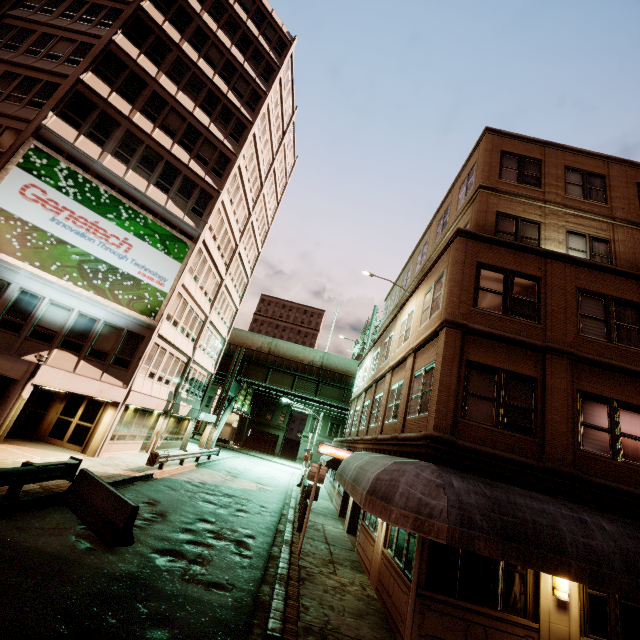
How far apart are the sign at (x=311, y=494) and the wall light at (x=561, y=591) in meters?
7.1

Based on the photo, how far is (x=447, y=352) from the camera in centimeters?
967cm

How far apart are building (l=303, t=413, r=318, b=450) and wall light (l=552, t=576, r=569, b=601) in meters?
52.3 m

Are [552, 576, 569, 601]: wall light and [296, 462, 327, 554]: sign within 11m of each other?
Answer: yes

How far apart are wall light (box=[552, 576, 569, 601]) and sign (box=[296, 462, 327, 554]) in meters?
7.1

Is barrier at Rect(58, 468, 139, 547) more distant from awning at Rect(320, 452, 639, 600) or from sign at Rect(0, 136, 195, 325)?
sign at Rect(0, 136, 195, 325)

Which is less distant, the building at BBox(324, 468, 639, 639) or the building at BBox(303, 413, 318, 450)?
the building at BBox(324, 468, 639, 639)

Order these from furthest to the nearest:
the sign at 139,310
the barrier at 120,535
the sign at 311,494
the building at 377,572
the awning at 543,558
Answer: the sign at 139,310 < the sign at 311,494 < the barrier at 120,535 < the building at 377,572 < the awning at 543,558
